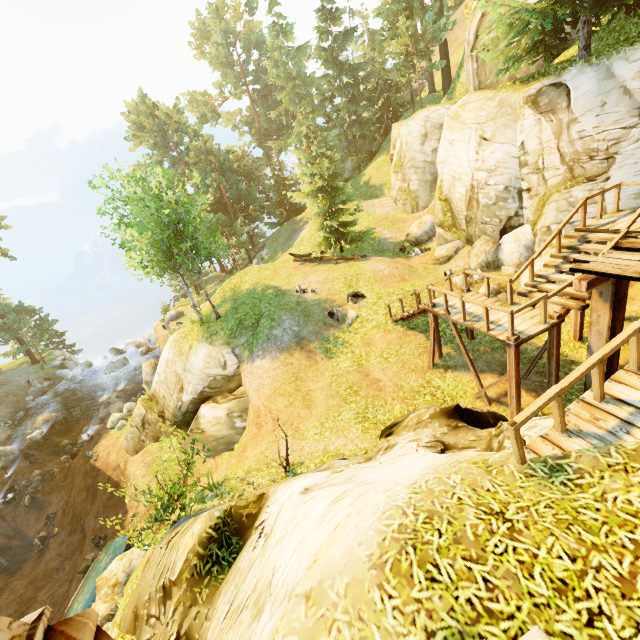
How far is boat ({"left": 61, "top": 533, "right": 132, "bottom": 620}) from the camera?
11.6 meters

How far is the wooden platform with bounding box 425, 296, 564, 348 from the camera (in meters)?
8.55

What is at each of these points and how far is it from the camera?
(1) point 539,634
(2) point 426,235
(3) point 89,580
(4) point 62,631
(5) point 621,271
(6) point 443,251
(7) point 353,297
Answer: (1) stone, 2.70m
(2) rock, 21.92m
(3) boat, 12.12m
(4) pillar, 1.25m
(5) wooden platform, 6.71m
(6) rock, 17.94m
(7) rock, 15.80m

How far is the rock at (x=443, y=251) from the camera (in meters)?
17.53

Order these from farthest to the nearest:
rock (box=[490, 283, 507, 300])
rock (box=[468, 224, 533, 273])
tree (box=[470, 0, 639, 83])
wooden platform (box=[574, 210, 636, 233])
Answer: rock (box=[468, 224, 533, 273]) → rock (box=[490, 283, 507, 300]) → tree (box=[470, 0, 639, 83]) → wooden platform (box=[574, 210, 636, 233])

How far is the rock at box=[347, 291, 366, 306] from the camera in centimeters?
1551cm

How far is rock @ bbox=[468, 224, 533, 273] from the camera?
14.5 meters

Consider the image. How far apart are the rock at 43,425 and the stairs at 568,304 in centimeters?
3442cm
